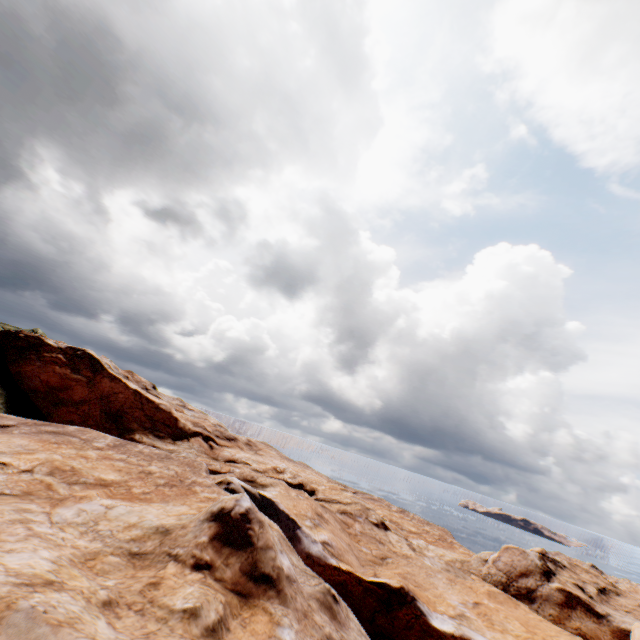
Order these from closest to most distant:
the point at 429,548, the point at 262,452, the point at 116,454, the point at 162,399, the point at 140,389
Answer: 1. the point at 116,454
2. the point at 140,389
3. the point at 429,548
4. the point at 262,452
5. the point at 162,399
